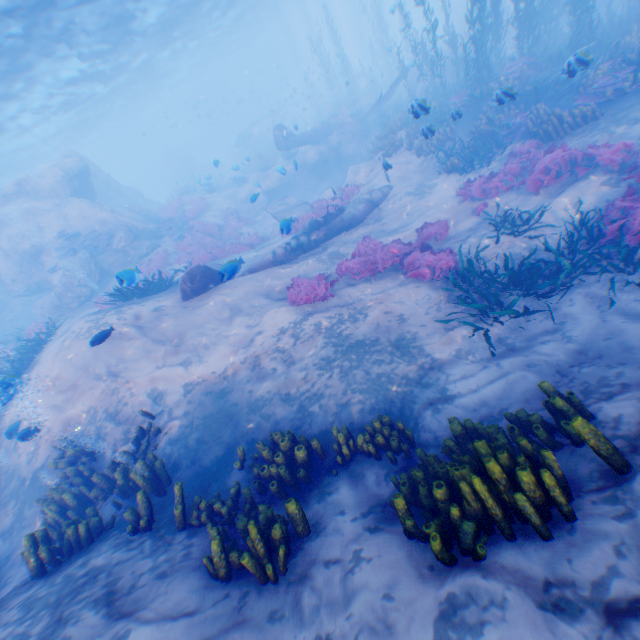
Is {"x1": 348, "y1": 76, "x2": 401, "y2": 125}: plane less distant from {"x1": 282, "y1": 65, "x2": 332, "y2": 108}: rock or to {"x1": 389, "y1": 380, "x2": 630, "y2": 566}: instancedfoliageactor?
{"x1": 282, "y1": 65, "x2": 332, "y2": 108}: rock

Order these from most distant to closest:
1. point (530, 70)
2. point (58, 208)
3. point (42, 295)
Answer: point (42, 295) → point (58, 208) → point (530, 70)

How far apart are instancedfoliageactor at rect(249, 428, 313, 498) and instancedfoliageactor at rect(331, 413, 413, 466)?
0.20m

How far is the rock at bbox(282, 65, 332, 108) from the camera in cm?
3755

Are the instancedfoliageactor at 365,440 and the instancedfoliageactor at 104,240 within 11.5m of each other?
no

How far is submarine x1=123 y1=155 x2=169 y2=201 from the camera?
58.59m

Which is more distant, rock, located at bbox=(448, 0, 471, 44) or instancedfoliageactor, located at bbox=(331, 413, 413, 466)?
rock, located at bbox=(448, 0, 471, 44)

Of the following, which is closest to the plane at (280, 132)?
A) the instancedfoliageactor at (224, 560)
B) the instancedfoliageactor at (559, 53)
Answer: the instancedfoliageactor at (559, 53)
